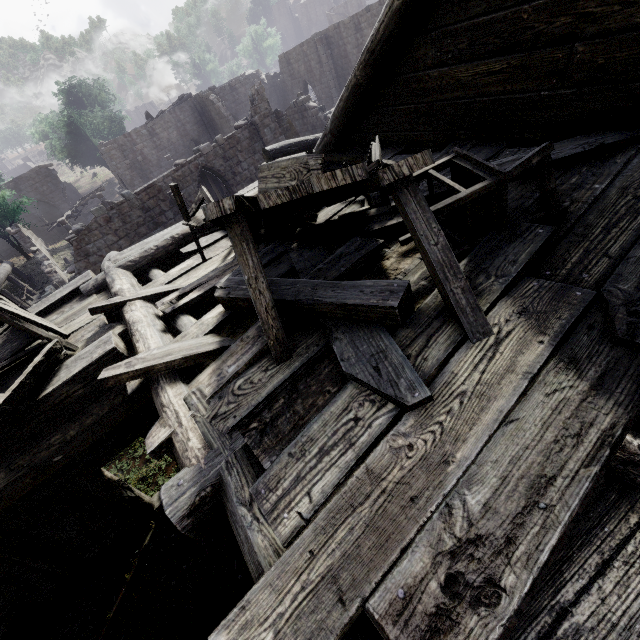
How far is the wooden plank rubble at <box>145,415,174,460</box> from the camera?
2.3m

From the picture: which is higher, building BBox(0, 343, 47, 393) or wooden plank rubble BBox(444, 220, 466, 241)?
building BBox(0, 343, 47, 393)

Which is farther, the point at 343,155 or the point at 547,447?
the point at 343,155

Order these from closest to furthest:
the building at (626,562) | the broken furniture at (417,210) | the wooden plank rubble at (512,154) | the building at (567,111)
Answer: the building at (626,562) < the broken furniture at (417,210) < the building at (567,111) < the wooden plank rubble at (512,154)

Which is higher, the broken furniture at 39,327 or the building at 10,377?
the broken furniture at 39,327

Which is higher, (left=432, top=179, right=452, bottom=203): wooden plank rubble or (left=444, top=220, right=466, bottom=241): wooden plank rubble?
(left=432, top=179, right=452, bottom=203): wooden plank rubble

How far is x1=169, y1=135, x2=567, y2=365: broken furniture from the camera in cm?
197
